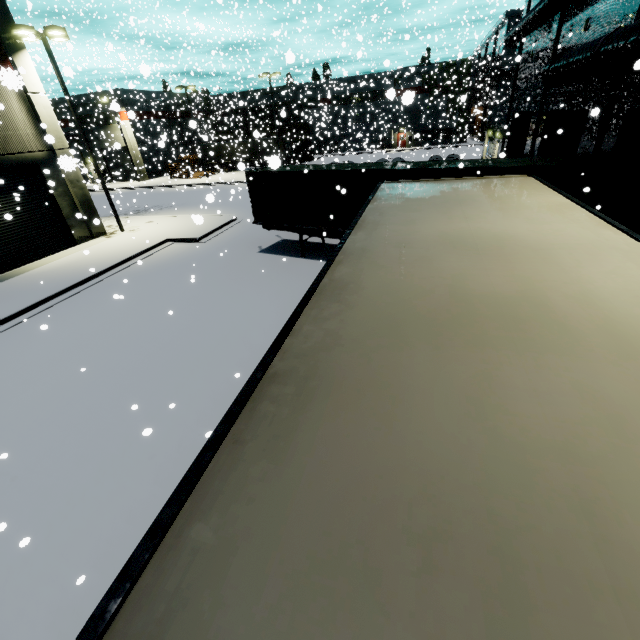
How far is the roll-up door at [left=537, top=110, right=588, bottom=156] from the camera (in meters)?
13.53

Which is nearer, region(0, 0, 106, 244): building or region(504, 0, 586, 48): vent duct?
region(504, 0, 586, 48): vent duct

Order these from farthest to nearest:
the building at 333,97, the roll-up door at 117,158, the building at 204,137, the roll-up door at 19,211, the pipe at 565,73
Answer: the building at 333,97 → the roll-up door at 117,158 → the building at 204,137 → the roll-up door at 19,211 → the pipe at 565,73

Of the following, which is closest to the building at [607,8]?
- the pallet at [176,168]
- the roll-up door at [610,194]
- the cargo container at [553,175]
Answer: the roll-up door at [610,194]

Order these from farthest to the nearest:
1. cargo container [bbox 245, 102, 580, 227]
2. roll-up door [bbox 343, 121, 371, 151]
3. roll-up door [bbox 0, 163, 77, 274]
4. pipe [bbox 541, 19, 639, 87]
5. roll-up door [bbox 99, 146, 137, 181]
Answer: roll-up door [bbox 343, 121, 371, 151], roll-up door [bbox 99, 146, 137, 181], roll-up door [bbox 0, 163, 77, 274], cargo container [bbox 245, 102, 580, 227], pipe [bbox 541, 19, 639, 87]

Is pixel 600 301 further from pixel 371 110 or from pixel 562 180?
pixel 371 110

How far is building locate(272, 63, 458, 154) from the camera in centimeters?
3769cm

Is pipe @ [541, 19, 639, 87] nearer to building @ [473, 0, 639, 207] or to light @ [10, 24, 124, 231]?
building @ [473, 0, 639, 207]
